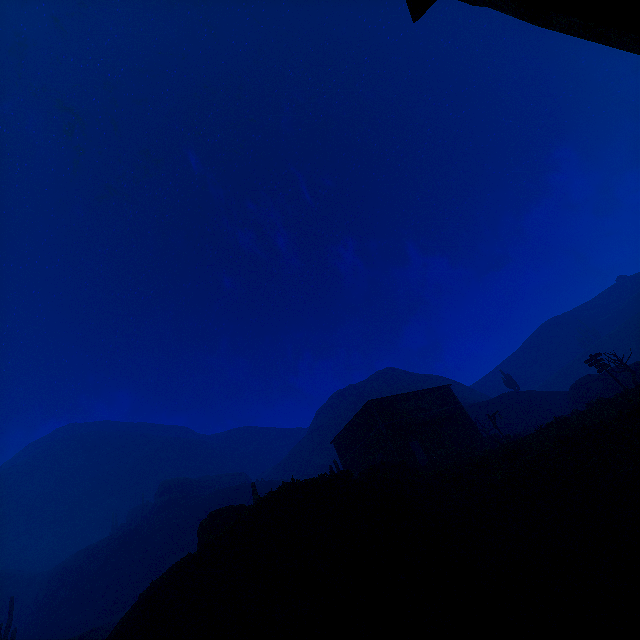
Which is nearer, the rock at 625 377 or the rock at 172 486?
the rock at 625 377

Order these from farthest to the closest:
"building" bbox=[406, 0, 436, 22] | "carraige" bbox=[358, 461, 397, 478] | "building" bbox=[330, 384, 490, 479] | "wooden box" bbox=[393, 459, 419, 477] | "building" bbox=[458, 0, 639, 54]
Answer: "building" bbox=[330, 384, 490, 479] → "wooden box" bbox=[393, 459, 419, 477] → "carraige" bbox=[358, 461, 397, 478] → "building" bbox=[406, 0, 436, 22] → "building" bbox=[458, 0, 639, 54]

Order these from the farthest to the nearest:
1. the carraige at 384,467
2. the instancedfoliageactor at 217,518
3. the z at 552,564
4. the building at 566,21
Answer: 1. the carraige at 384,467
2. the instancedfoliageactor at 217,518
3. the z at 552,564
4. the building at 566,21

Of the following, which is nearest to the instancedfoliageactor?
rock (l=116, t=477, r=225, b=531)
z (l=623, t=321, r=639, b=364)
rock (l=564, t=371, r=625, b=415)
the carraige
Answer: rock (l=116, t=477, r=225, b=531)

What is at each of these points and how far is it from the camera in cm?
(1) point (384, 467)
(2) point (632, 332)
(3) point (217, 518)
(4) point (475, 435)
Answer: (1) carraige, 1880
(2) z, 5997
(3) instancedfoliageactor, 1752
(4) building, 2853

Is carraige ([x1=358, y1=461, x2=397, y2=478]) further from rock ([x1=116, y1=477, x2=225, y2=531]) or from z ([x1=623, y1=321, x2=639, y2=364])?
z ([x1=623, y1=321, x2=639, y2=364])

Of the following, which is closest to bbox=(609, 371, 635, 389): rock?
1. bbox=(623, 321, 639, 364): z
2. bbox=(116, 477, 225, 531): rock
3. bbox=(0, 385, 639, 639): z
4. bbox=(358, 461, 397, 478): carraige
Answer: bbox=(0, 385, 639, 639): z

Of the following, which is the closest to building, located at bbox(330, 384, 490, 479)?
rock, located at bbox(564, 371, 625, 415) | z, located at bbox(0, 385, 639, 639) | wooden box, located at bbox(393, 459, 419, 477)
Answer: z, located at bbox(0, 385, 639, 639)
